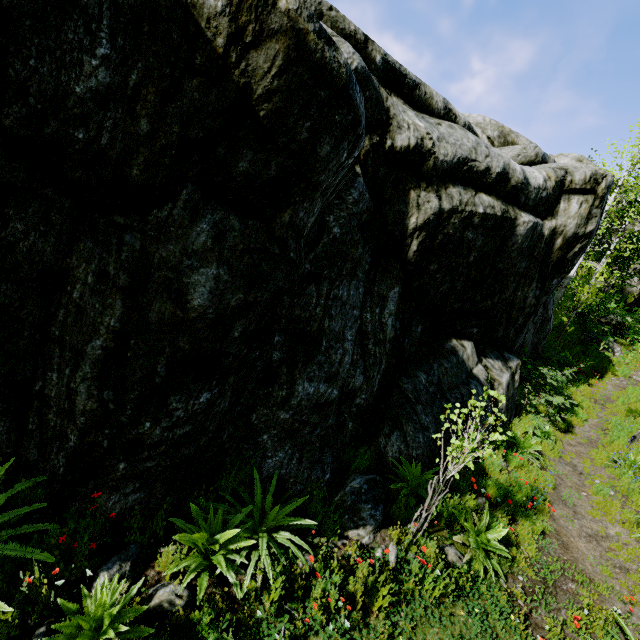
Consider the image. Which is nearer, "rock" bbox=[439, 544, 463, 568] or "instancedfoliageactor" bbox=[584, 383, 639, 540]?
"rock" bbox=[439, 544, 463, 568]

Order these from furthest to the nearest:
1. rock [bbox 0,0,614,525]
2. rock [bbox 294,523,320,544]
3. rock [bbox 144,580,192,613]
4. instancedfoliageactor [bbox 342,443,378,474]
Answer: instancedfoliageactor [bbox 342,443,378,474] < rock [bbox 294,523,320,544] < rock [bbox 144,580,192,613] < rock [bbox 0,0,614,525]

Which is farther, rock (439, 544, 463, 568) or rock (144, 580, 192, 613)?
rock (439, 544, 463, 568)

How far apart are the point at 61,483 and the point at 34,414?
0.9 meters

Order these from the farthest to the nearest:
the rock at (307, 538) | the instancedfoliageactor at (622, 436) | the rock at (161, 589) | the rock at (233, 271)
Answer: the instancedfoliageactor at (622, 436) → the rock at (307, 538) → the rock at (161, 589) → the rock at (233, 271)

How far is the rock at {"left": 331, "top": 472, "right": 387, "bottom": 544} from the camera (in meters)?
4.99

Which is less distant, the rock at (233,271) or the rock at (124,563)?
the rock at (233,271)

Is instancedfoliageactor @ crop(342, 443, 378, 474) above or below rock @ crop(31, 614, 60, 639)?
above
